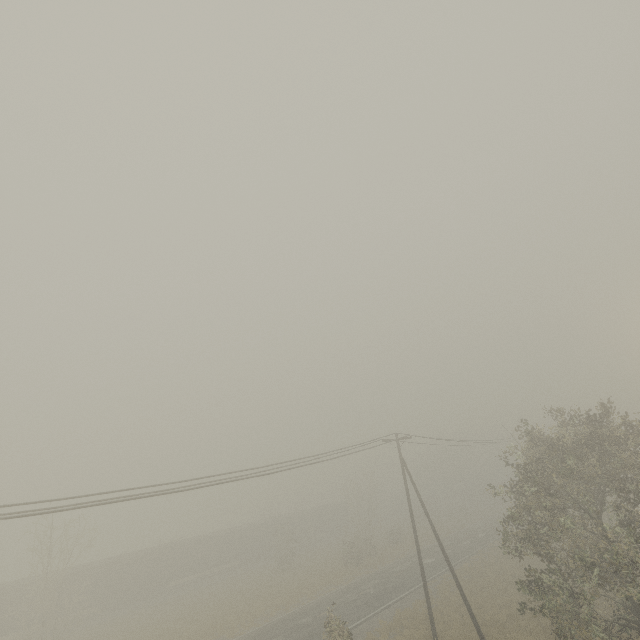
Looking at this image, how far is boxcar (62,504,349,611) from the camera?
34.8 meters

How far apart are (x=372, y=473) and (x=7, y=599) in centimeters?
3952cm

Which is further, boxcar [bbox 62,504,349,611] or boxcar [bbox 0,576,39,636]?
boxcar [bbox 62,504,349,611]

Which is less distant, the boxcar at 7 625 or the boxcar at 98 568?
the boxcar at 7 625

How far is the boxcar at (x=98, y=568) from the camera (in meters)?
34.77
